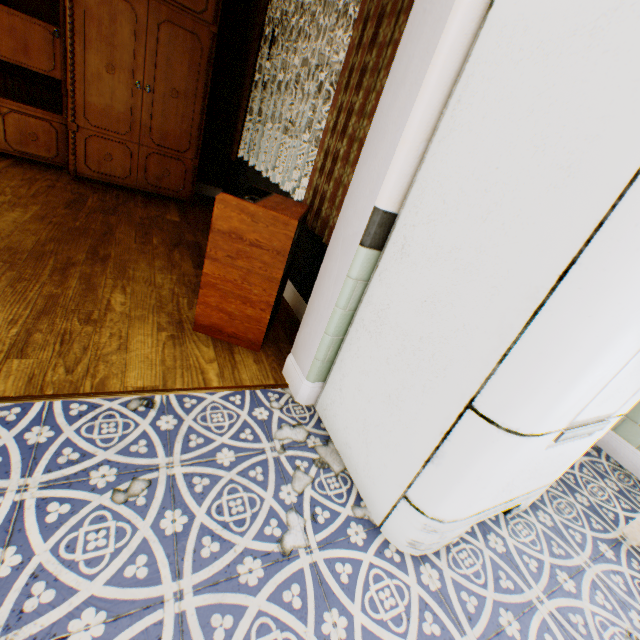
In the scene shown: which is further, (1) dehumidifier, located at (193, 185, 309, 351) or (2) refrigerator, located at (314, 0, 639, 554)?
(1) dehumidifier, located at (193, 185, 309, 351)

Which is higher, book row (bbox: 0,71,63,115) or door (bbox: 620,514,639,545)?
book row (bbox: 0,71,63,115)

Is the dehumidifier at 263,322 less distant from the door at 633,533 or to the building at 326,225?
the building at 326,225

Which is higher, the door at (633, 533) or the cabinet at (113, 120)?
the cabinet at (113, 120)

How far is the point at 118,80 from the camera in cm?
353

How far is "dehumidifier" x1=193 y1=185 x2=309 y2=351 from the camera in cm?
173

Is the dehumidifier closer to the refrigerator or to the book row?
the refrigerator

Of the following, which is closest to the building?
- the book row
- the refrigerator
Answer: the refrigerator
